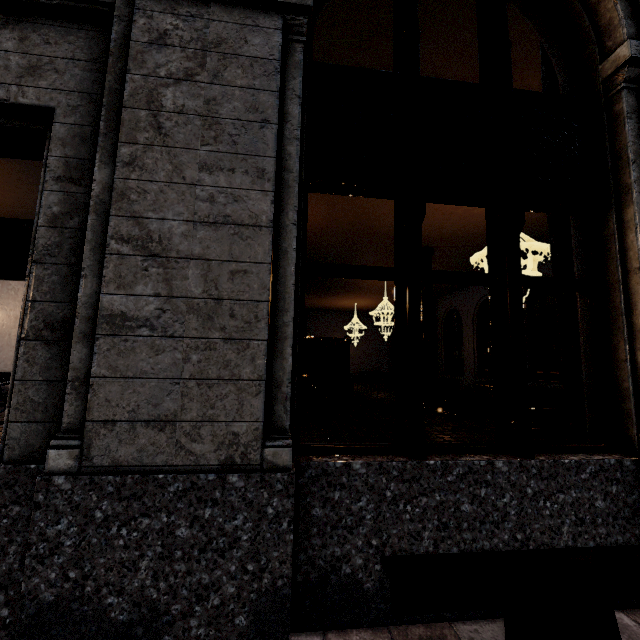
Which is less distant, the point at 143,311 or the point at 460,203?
the point at 143,311
